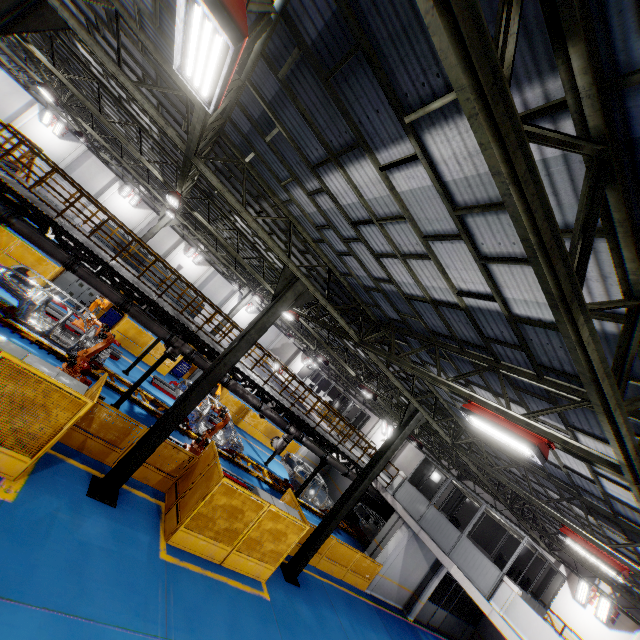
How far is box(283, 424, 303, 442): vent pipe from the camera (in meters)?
15.75

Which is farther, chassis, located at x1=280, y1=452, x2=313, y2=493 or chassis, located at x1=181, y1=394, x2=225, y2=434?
chassis, located at x1=280, y1=452, x2=313, y2=493

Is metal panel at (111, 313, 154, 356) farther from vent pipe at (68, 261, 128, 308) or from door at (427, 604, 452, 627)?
door at (427, 604, 452, 627)

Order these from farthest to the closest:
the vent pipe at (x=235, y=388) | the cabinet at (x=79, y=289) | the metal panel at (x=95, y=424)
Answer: the cabinet at (x=79, y=289)
the vent pipe at (x=235, y=388)
the metal panel at (x=95, y=424)

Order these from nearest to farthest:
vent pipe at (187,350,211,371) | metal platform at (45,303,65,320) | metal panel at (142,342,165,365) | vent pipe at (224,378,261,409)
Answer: vent pipe at (187,350,211,371)
vent pipe at (224,378,261,409)
metal platform at (45,303,65,320)
metal panel at (142,342,165,365)

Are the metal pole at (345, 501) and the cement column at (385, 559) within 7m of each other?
yes

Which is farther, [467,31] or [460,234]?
[460,234]
